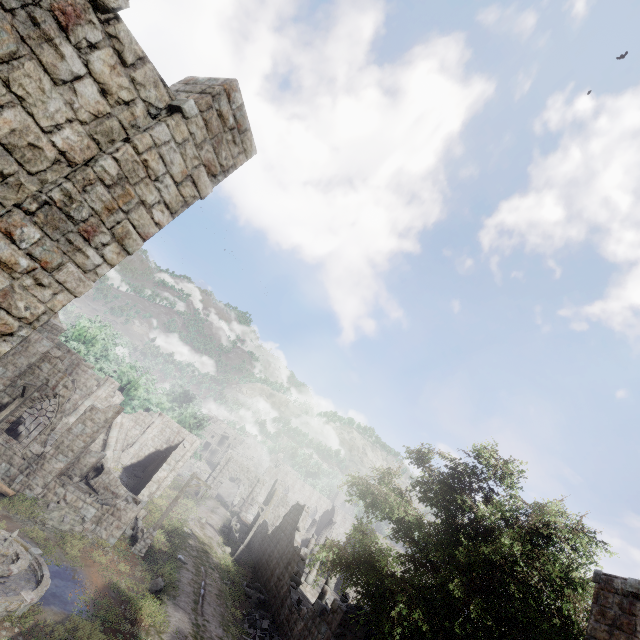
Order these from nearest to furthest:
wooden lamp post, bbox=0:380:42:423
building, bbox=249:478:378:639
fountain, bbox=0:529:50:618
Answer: fountain, bbox=0:529:50:618 < building, bbox=249:478:378:639 < wooden lamp post, bbox=0:380:42:423

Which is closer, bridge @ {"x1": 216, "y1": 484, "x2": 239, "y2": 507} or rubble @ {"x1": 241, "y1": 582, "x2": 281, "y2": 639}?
rubble @ {"x1": 241, "y1": 582, "x2": 281, "y2": 639}

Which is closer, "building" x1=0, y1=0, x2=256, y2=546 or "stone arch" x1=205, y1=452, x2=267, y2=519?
"building" x1=0, y1=0, x2=256, y2=546

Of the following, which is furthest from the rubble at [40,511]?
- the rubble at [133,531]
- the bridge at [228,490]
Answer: the bridge at [228,490]

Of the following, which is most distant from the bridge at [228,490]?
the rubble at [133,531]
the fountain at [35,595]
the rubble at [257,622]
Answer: the fountain at [35,595]

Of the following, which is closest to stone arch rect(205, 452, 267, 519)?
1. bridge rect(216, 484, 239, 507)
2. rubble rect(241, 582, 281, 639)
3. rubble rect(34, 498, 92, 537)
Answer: bridge rect(216, 484, 239, 507)

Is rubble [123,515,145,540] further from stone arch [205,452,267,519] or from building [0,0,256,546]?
stone arch [205,452,267,519]

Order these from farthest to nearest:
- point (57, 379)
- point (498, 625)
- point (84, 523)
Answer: point (57, 379) < point (84, 523) < point (498, 625)
